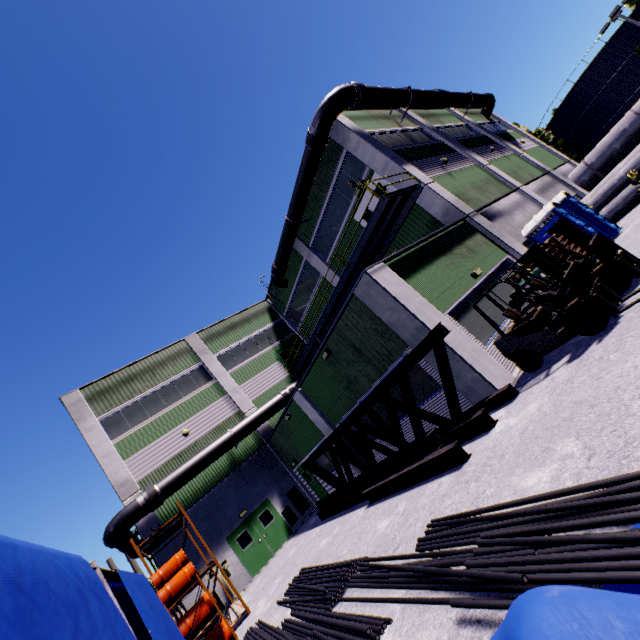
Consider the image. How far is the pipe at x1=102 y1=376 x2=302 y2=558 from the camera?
16.1 meters

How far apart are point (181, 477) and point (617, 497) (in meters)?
19.42

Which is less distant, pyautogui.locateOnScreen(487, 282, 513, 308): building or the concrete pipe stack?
pyautogui.locateOnScreen(487, 282, 513, 308): building

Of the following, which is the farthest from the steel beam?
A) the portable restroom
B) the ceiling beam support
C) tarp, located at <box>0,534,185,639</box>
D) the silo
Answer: the portable restroom

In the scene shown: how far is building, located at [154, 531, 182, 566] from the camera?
16.24m

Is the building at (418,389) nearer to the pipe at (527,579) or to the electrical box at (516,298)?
the electrical box at (516,298)

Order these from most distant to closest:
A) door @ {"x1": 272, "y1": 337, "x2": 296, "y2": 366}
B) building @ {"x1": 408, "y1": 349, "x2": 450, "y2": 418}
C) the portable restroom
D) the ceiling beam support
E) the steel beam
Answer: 1. door @ {"x1": 272, "y1": 337, "x2": 296, "y2": 366}
2. the portable restroom
3. building @ {"x1": 408, "y1": 349, "x2": 450, "y2": 418}
4. the ceiling beam support
5. the steel beam

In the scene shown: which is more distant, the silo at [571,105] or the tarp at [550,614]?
the silo at [571,105]
